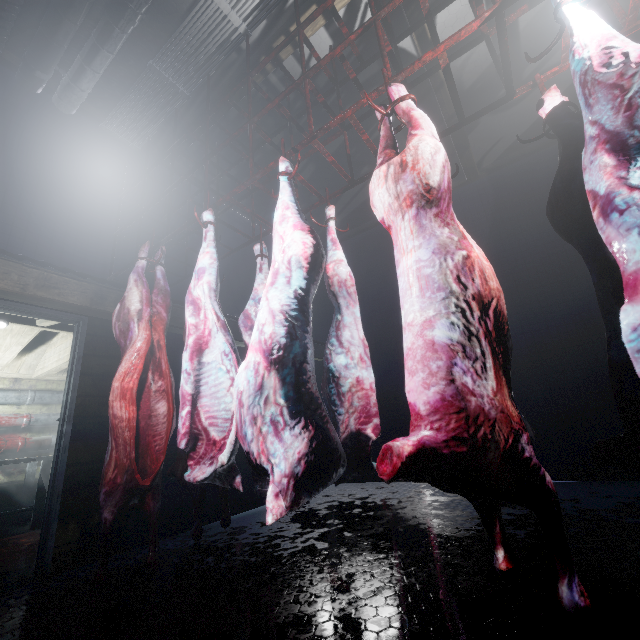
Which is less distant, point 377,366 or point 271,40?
point 271,40

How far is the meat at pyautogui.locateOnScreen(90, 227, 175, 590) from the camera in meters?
1.8 m

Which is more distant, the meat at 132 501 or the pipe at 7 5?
the pipe at 7 5

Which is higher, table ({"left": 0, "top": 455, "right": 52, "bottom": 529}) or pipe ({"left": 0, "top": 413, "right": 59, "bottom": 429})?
pipe ({"left": 0, "top": 413, "right": 59, "bottom": 429})

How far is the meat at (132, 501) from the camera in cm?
175

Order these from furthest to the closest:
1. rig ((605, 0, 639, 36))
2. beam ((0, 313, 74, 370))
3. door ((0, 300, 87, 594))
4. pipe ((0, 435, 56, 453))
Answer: pipe ((0, 435, 56, 453))
beam ((0, 313, 74, 370))
door ((0, 300, 87, 594))
rig ((605, 0, 639, 36))

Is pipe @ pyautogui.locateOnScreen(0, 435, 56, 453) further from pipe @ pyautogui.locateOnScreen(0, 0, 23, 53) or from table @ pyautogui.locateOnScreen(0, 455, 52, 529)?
pipe @ pyautogui.locateOnScreen(0, 0, 23, 53)

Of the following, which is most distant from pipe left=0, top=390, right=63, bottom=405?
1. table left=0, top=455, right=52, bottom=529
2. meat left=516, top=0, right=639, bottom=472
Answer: meat left=516, top=0, right=639, bottom=472
